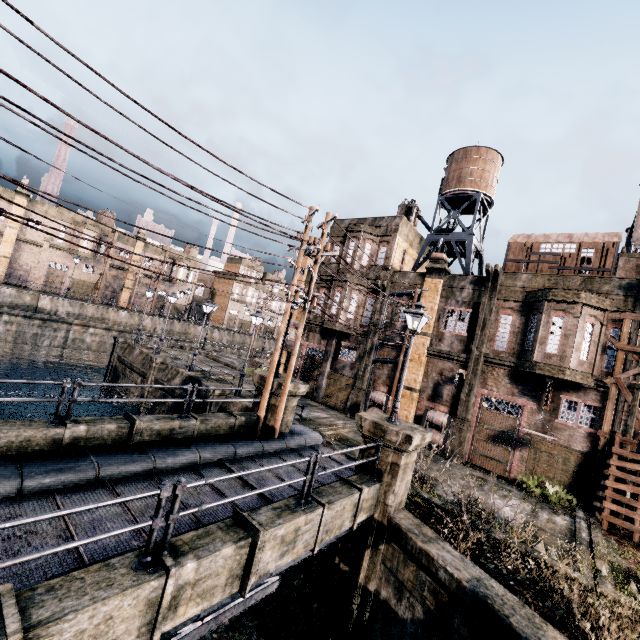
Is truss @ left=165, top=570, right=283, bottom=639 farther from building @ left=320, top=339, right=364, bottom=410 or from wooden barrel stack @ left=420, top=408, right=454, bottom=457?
building @ left=320, top=339, right=364, bottom=410

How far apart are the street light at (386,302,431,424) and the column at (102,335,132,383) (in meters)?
Answer: 29.69

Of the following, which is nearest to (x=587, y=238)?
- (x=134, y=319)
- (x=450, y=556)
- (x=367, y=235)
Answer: (x=367, y=235)

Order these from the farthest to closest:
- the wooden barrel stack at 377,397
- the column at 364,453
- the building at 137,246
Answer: the building at 137,246 → the wooden barrel stack at 377,397 → the column at 364,453

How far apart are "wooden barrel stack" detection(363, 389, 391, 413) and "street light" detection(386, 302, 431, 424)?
11.00m

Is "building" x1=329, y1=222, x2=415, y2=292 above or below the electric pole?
above

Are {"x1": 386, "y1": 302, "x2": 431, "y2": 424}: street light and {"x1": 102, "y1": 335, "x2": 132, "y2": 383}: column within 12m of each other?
no

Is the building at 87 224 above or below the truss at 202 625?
above
